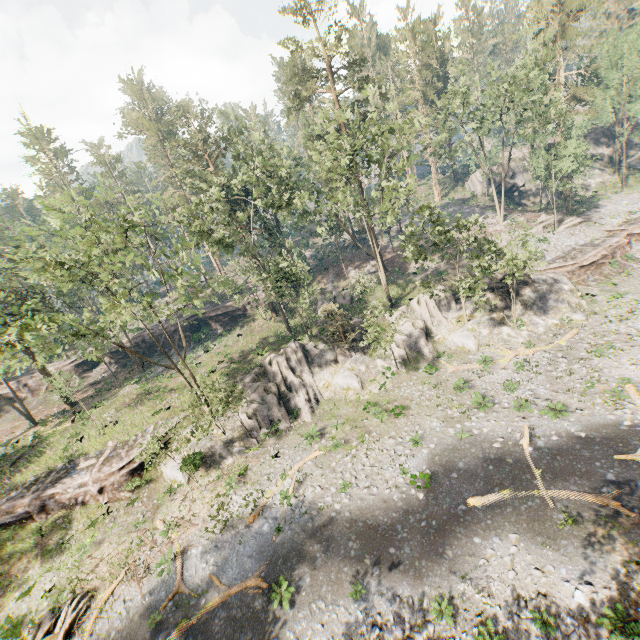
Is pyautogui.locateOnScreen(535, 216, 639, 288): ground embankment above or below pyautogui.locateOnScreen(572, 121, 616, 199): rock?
below

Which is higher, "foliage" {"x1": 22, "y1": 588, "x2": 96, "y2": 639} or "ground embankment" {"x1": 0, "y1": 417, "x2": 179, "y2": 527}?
"ground embankment" {"x1": 0, "y1": 417, "x2": 179, "y2": 527}

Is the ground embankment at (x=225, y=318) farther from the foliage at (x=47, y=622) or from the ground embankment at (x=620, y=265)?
the ground embankment at (x=620, y=265)

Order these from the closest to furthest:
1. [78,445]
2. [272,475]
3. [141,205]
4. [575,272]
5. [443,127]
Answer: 1. [141,205]
2. [272,475]
3. [78,445]
4. [575,272]
5. [443,127]

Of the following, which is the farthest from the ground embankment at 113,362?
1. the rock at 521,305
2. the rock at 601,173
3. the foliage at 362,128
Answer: the rock at 601,173

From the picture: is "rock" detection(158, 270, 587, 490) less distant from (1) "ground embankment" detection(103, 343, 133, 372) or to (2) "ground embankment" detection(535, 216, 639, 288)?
(2) "ground embankment" detection(535, 216, 639, 288)

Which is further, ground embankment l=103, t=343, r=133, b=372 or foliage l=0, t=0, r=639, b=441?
ground embankment l=103, t=343, r=133, b=372

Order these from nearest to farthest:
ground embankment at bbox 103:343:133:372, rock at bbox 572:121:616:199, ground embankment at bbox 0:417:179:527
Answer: ground embankment at bbox 0:417:179:527 < ground embankment at bbox 103:343:133:372 < rock at bbox 572:121:616:199
